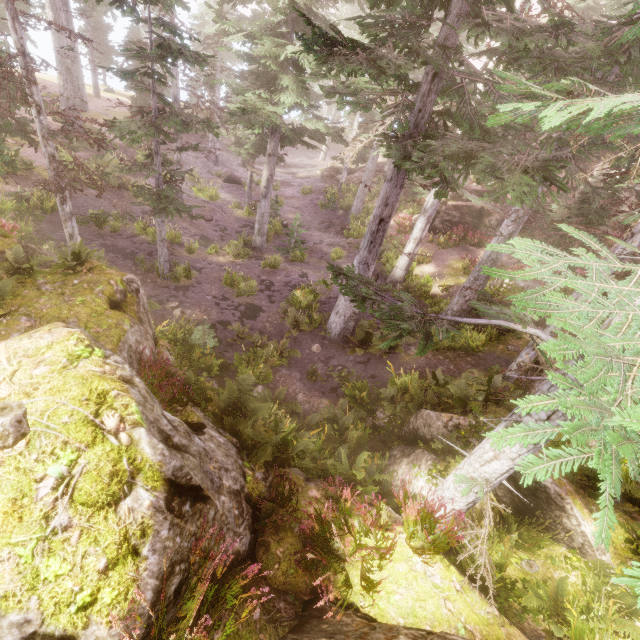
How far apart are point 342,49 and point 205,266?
12.8m

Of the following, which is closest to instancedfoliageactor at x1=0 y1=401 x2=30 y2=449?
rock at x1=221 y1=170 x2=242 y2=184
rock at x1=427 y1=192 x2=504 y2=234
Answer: rock at x1=427 y1=192 x2=504 y2=234

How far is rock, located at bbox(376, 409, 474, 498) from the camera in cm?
877

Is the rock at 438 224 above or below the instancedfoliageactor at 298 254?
above

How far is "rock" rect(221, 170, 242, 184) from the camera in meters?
28.9

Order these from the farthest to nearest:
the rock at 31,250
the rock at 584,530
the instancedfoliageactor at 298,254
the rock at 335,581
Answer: the instancedfoliageactor at 298,254, the rock at 31,250, the rock at 584,530, the rock at 335,581

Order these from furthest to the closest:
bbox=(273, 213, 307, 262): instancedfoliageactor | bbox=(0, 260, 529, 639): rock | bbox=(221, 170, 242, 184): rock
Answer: bbox=(221, 170, 242, 184): rock < bbox=(273, 213, 307, 262): instancedfoliageactor < bbox=(0, 260, 529, 639): rock

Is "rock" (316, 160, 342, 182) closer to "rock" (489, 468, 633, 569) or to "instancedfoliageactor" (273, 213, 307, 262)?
"instancedfoliageactor" (273, 213, 307, 262)
